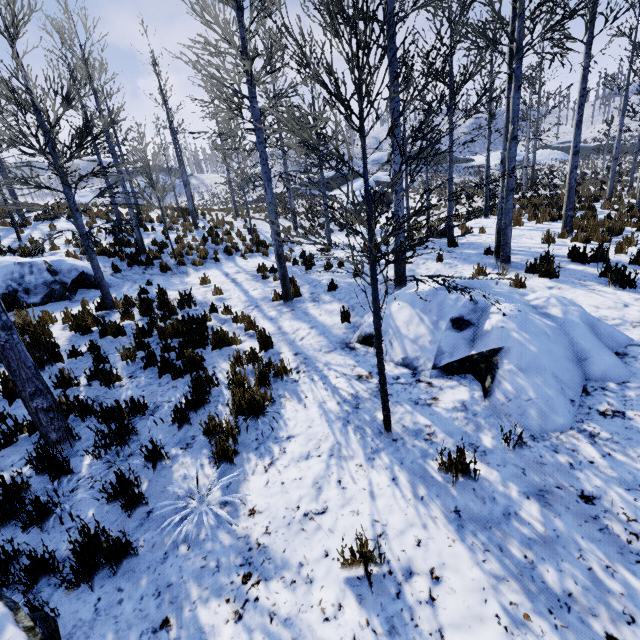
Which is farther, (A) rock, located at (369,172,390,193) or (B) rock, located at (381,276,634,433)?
(A) rock, located at (369,172,390,193)

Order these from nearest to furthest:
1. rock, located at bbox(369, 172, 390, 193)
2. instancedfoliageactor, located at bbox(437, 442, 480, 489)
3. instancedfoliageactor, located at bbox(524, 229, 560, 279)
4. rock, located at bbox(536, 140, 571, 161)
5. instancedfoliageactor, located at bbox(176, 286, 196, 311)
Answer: instancedfoliageactor, located at bbox(437, 442, 480, 489) → instancedfoliageactor, located at bbox(524, 229, 560, 279) → instancedfoliageactor, located at bbox(176, 286, 196, 311) → rock, located at bbox(369, 172, 390, 193) → rock, located at bbox(536, 140, 571, 161)

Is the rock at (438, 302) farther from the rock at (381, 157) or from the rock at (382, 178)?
the rock at (381, 157)

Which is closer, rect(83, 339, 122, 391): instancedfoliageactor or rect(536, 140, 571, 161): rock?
rect(83, 339, 122, 391): instancedfoliageactor

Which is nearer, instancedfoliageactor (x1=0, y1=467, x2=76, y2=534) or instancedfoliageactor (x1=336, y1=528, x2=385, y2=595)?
instancedfoliageactor (x1=336, y1=528, x2=385, y2=595)

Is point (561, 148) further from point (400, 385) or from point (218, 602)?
point (218, 602)

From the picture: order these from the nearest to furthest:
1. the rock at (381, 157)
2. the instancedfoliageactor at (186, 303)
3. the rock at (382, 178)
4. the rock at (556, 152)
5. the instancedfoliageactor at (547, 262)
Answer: the instancedfoliageactor at (547, 262) → the instancedfoliageactor at (186, 303) → the rock at (382, 178) → the rock at (556, 152) → the rock at (381, 157)

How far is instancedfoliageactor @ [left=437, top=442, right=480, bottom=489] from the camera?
3.0m
